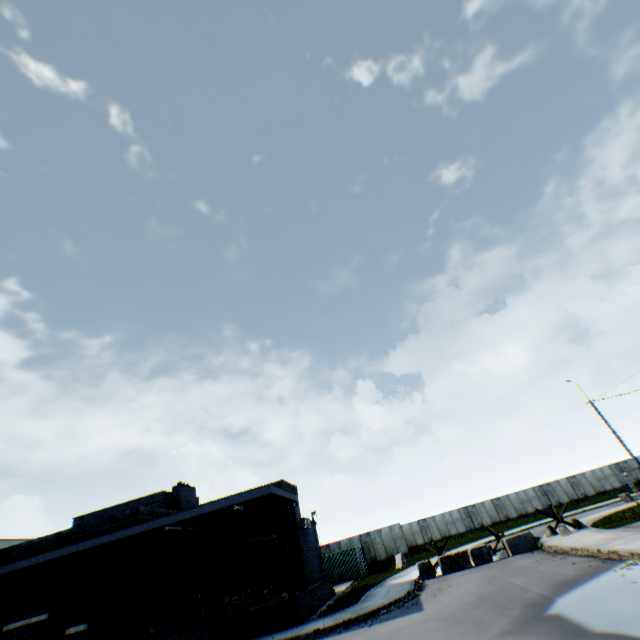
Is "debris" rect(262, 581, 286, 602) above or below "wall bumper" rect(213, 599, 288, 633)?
above

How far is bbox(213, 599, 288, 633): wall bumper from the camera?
15.5m

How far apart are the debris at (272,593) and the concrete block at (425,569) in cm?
846

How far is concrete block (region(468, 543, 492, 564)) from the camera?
18.9m

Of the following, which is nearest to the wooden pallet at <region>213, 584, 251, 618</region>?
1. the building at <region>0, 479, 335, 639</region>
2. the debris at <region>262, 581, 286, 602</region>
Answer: the building at <region>0, 479, 335, 639</region>

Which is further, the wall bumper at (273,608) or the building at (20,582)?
the building at (20,582)

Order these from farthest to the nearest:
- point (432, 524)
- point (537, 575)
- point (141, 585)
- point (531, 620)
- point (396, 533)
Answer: point (432, 524) → point (396, 533) → point (141, 585) → point (537, 575) → point (531, 620)

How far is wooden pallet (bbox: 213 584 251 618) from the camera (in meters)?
16.23
